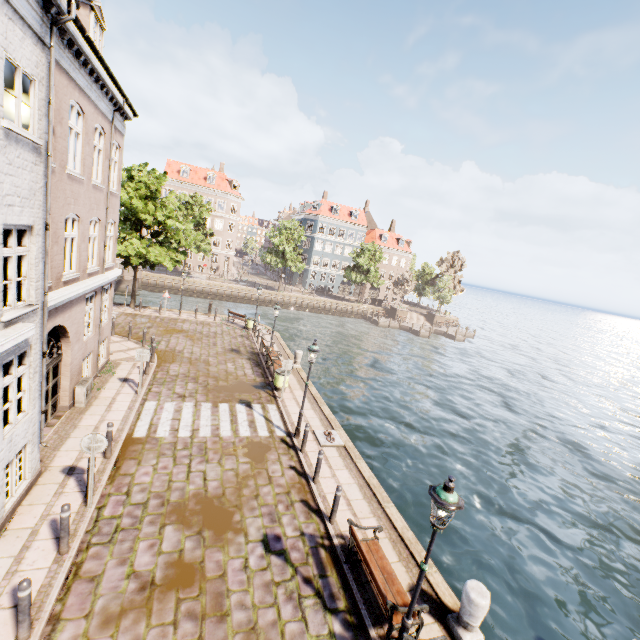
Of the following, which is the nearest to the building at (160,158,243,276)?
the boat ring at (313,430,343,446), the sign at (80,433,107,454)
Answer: the boat ring at (313,430,343,446)

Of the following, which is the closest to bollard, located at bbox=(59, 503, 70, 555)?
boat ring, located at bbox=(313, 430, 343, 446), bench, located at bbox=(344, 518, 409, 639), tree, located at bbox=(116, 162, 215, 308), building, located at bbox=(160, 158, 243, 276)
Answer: bench, located at bbox=(344, 518, 409, 639)

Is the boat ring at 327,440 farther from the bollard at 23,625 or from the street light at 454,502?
the bollard at 23,625

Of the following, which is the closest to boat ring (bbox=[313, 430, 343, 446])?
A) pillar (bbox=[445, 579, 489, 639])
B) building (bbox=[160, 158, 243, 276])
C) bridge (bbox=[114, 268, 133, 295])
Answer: pillar (bbox=[445, 579, 489, 639])

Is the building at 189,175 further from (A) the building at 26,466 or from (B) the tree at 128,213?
(A) the building at 26,466

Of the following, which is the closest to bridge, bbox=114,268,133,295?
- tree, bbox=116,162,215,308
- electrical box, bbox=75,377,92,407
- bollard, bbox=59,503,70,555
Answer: tree, bbox=116,162,215,308

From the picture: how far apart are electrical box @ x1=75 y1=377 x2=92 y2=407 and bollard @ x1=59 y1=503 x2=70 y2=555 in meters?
5.9

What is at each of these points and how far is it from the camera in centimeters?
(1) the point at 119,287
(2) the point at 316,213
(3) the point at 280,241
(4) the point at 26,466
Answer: (1) bridge, 3853cm
(2) building, 5891cm
(3) tree, 4681cm
(4) building, 764cm
